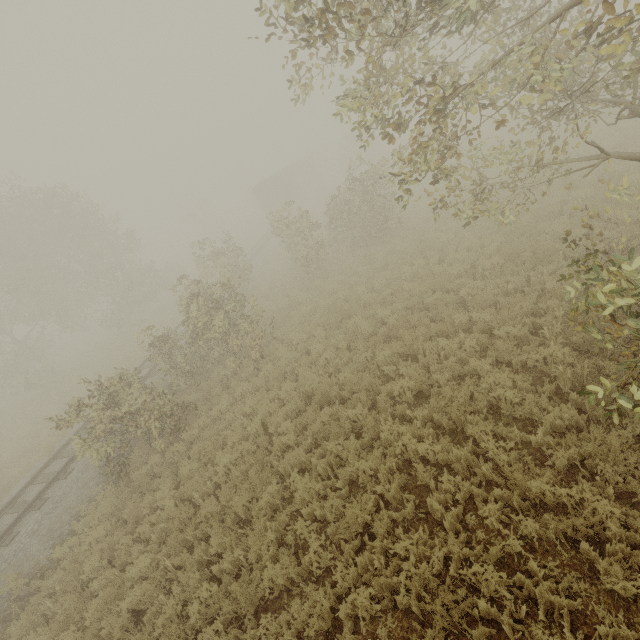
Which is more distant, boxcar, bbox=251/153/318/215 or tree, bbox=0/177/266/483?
boxcar, bbox=251/153/318/215

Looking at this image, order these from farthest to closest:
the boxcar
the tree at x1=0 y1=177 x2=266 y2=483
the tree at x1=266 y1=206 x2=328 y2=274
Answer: the boxcar
the tree at x1=266 y1=206 x2=328 y2=274
the tree at x1=0 y1=177 x2=266 y2=483

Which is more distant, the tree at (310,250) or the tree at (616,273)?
the tree at (310,250)

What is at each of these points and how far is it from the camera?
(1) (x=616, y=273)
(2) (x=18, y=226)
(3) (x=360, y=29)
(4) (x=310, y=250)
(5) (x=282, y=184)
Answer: (1) tree, 4.4m
(2) tree, 21.3m
(3) tree, 4.2m
(4) tree, 17.7m
(5) boxcar, 38.1m

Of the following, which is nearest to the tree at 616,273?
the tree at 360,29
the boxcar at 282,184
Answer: the tree at 360,29

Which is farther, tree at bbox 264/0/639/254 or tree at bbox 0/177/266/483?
tree at bbox 0/177/266/483

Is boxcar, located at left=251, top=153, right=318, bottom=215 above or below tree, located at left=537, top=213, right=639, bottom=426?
above
